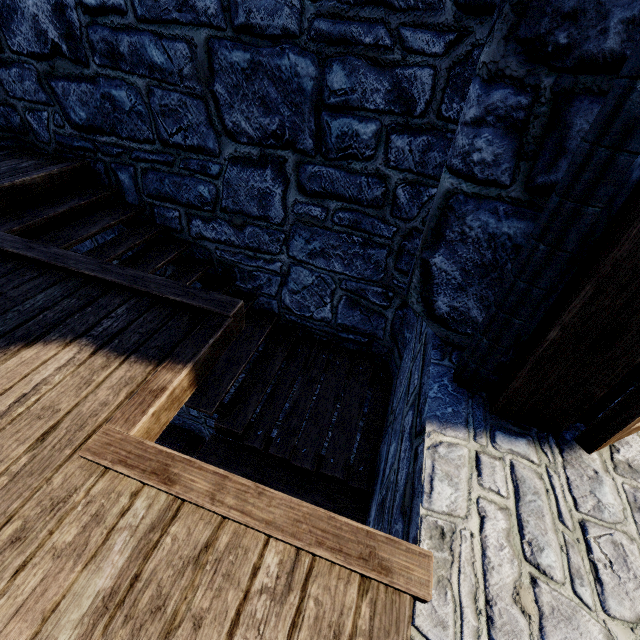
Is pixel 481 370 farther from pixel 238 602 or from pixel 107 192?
pixel 107 192
